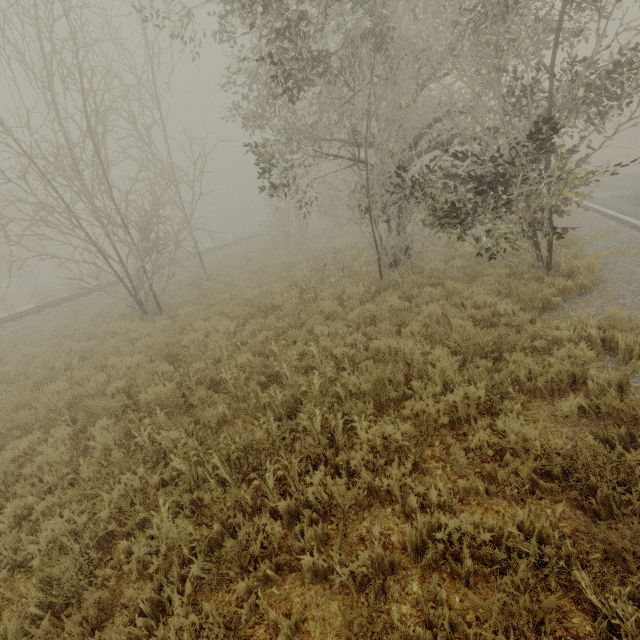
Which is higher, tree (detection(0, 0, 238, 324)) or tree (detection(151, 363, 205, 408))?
tree (detection(0, 0, 238, 324))

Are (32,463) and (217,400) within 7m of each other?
yes

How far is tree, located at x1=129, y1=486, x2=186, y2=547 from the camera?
3.3 meters

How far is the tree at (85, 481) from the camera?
4.1 meters

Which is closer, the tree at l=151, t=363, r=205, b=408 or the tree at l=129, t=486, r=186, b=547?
the tree at l=129, t=486, r=186, b=547

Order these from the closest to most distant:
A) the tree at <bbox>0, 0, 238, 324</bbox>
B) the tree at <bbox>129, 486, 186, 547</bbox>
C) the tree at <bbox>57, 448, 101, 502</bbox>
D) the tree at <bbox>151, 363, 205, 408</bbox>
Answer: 1. the tree at <bbox>129, 486, 186, 547</bbox>
2. the tree at <bbox>57, 448, 101, 502</bbox>
3. the tree at <bbox>151, 363, 205, 408</bbox>
4. the tree at <bbox>0, 0, 238, 324</bbox>

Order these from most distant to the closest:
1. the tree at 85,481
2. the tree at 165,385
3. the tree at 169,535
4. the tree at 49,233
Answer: the tree at 49,233, the tree at 165,385, the tree at 85,481, the tree at 169,535
